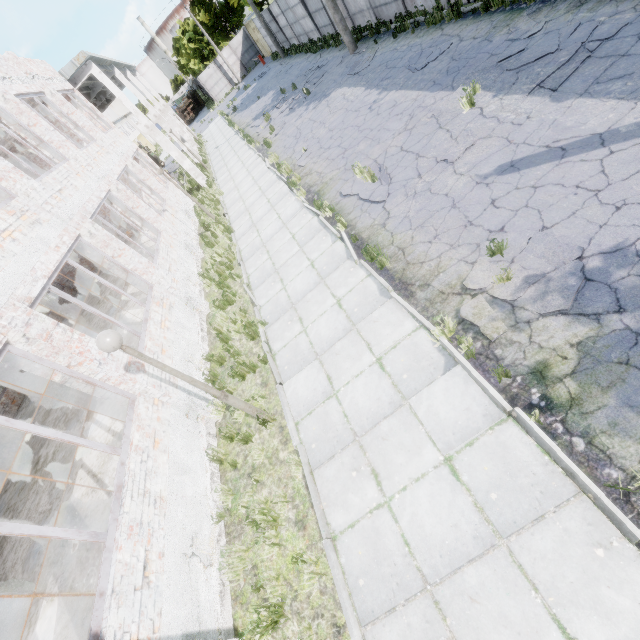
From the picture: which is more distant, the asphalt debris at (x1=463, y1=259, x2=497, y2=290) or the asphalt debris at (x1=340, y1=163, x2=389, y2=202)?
the asphalt debris at (x1=340, y1=163, x2=389, y2=202)

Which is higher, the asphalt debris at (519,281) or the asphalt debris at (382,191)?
the asphalt debris at (382,191)

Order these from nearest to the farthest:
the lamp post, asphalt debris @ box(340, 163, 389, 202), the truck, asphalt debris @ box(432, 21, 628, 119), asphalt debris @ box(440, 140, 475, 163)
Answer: the lamp post → asphalt debris @ box(432, 21, 628, 119) → asphalt debris @ box(440, 140, 475, 163) → asphalt debris @ box(340, 163, 389, 202) → the truck

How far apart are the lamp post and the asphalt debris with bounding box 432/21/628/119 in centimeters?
900cm

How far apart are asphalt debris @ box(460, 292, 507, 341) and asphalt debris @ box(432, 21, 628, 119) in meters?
4.0 m

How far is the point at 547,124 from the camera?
6.4 meters

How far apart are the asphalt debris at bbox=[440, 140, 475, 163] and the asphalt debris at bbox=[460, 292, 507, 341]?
2.9 meters

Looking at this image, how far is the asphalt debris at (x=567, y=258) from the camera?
4.4 meters
